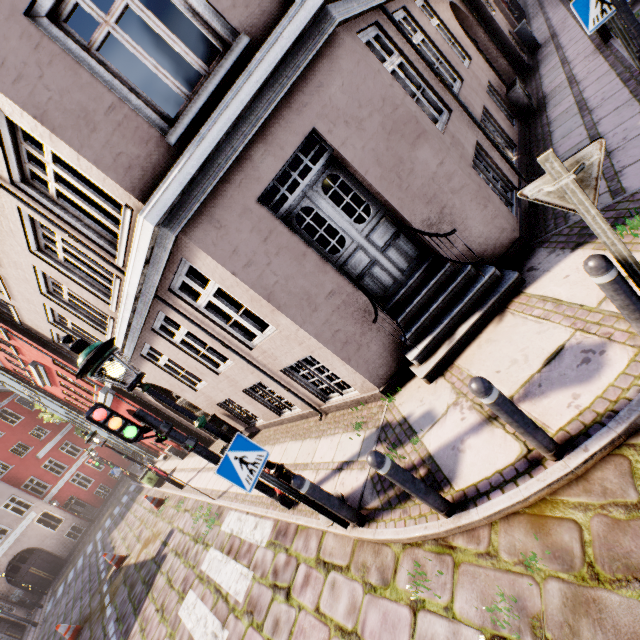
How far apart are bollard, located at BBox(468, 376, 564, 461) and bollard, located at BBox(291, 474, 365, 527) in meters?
2.2 m

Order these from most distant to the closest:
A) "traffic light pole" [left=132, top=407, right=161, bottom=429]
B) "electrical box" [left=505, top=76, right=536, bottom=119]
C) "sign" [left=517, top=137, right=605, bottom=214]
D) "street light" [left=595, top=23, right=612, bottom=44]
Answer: "electrical box" [left=505, top=76, right=536, bottom=119], "street light" [left=595, top=23, right=612, bottom=44], "traffic light pole" [left=132, top=407, right=161, bottom=429], "sign" [left=517, top=137, right=605, bottom=214]

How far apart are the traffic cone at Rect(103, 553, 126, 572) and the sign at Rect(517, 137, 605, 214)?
16.62m

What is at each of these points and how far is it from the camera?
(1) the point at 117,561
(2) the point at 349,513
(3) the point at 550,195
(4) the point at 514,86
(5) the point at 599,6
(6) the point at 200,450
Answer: (1) traffic cone, 12.2 meters
(2) bollard, 3.9 meters
(3) sign, 2.3 meters
(4) electrical box, 7.9 meters
(5) sign, 4.2 meters
(6) traffic light pole, 5.0 meters

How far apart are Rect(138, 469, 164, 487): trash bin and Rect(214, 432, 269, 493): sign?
14.3 meters

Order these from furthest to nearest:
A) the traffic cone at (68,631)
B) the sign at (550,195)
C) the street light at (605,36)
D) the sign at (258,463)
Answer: the traffic cone at (68,631) < the street light at (605,36) < the sign at (258,463) < the sign at (550,195)

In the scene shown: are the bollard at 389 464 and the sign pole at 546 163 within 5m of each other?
yes

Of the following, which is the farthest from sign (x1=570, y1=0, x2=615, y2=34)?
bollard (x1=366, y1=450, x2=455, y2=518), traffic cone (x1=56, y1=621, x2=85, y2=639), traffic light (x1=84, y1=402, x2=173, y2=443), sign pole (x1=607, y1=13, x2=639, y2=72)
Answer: traffic cone (x1=56, y1=621, x2=85, y2=639)
